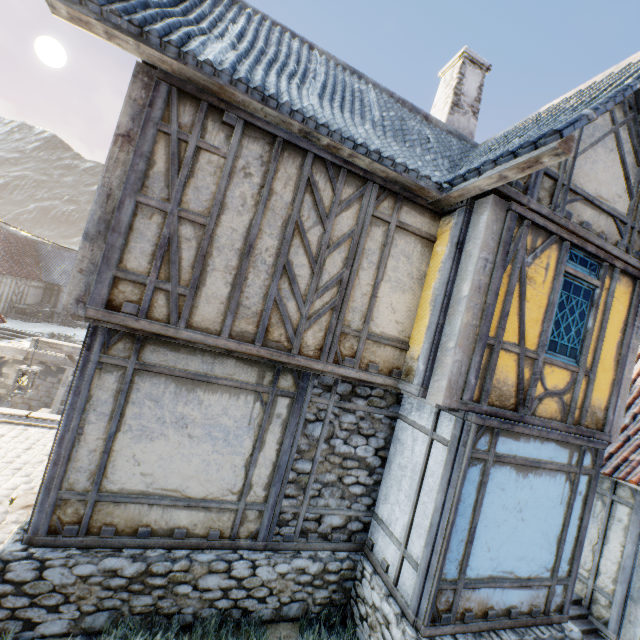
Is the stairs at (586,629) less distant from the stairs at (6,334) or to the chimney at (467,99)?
the chimney at (467,99)

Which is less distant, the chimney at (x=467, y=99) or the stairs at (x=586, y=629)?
the stairs at (x=586, y=629)

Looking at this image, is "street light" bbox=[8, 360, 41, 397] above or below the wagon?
above

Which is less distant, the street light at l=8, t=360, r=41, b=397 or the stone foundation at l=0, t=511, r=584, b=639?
the stone foundation at l=0, t=511, r=584, b=639

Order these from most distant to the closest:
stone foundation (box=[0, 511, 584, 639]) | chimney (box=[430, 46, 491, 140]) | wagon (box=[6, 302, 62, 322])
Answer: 1. wagon (box=[6, 302, 62, 322])
2. chimney (box=[430, 46, 491, 140])
3. stone foundation (box=[0, 511, 584, 639])

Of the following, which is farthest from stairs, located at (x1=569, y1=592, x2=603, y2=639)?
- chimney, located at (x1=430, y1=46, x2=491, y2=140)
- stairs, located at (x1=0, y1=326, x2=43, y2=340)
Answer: stairs, located at (x1=0, y1=326, x2=43, y2=340)

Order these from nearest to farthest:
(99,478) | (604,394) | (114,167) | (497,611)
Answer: (114,167)
(99,478)
(497,611)
(604,394)

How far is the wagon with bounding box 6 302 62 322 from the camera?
22.2 meters
